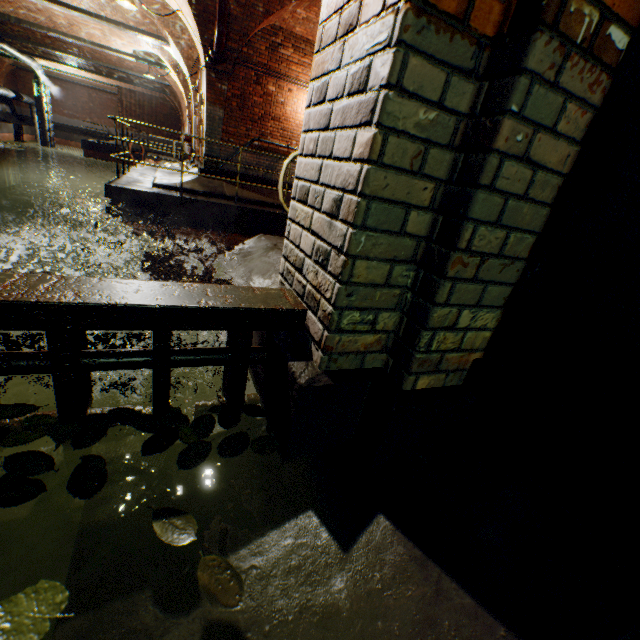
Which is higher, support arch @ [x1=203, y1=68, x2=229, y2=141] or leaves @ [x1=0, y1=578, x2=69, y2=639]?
support arch @ [x1=203, y1=68, x2=229, y2=141]

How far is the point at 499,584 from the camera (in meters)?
0.87

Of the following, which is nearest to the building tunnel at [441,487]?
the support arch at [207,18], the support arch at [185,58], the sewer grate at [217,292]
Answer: the sewer grate at [217,292]

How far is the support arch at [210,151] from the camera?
9.01m

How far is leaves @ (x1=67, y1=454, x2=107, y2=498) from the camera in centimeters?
96cm

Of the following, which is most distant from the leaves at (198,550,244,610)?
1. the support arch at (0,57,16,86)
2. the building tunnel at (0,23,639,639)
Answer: the support arch at (0,57,16,86)

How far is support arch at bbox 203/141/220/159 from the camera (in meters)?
9.01

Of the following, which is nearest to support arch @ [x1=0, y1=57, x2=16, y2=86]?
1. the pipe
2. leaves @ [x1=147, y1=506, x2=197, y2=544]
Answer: the pipe
